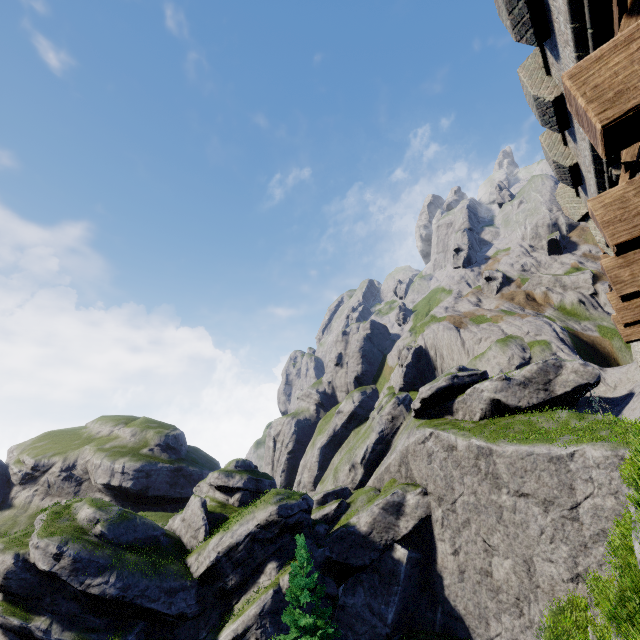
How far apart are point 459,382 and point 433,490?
12.3 meters

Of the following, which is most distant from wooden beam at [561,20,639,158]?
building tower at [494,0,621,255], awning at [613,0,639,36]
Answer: awning at [613,0,639,36]

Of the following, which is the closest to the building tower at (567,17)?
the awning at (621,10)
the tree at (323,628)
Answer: the awning at (621,10)

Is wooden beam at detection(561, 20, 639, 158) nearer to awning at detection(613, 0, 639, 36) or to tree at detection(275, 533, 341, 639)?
awning at detection(613, 0, 639, 36)

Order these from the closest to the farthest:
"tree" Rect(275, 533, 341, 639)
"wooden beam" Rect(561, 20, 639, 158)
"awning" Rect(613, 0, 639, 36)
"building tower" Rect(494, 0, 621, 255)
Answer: "wooden beam" Rect(561, 20, 639, 158), "awning" Rect(613, 0, 639, 36), "building tower" Rect(494, 0, 621, 255), "tree" Rect(275, 533, 341, 639)

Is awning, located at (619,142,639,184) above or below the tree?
above

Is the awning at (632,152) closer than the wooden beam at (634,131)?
No

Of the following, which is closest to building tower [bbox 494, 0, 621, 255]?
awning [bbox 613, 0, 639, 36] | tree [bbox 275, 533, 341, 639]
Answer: awning [bbox 613, 0, 639, 36]
